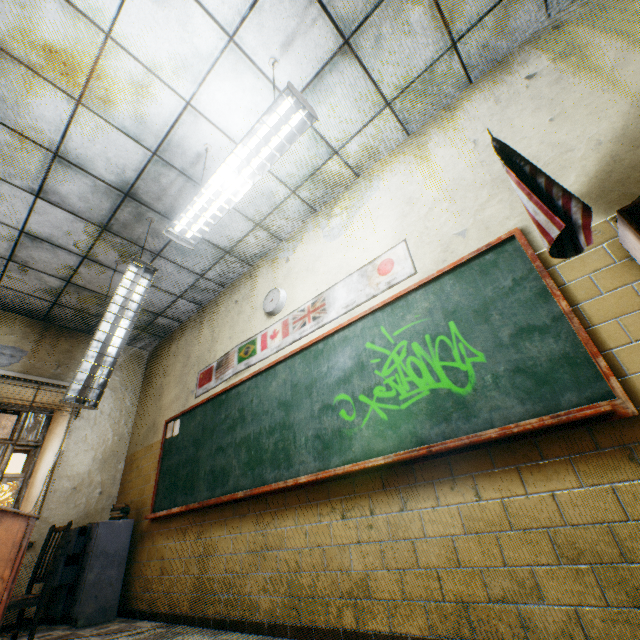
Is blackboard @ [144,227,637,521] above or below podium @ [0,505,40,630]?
above

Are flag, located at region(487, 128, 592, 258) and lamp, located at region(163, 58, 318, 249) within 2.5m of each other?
yes

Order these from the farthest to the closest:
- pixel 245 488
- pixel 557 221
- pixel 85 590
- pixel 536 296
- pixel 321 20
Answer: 1. pixel 85 590
2. pixel 245 488
3. pixel 321 20
4. pixel 536 296
5. pixel 557 221

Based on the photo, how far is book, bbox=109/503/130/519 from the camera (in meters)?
4.21

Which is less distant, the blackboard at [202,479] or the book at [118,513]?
the blackboard at [202,479]

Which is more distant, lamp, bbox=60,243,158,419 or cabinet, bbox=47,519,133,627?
cabinet, bbox=47,519,133,627

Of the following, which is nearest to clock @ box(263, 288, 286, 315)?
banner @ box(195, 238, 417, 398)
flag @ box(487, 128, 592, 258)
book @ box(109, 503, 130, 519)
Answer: banner @ box(195, 238, 417, 398)

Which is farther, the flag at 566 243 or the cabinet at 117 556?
the cabinet at 117 556
